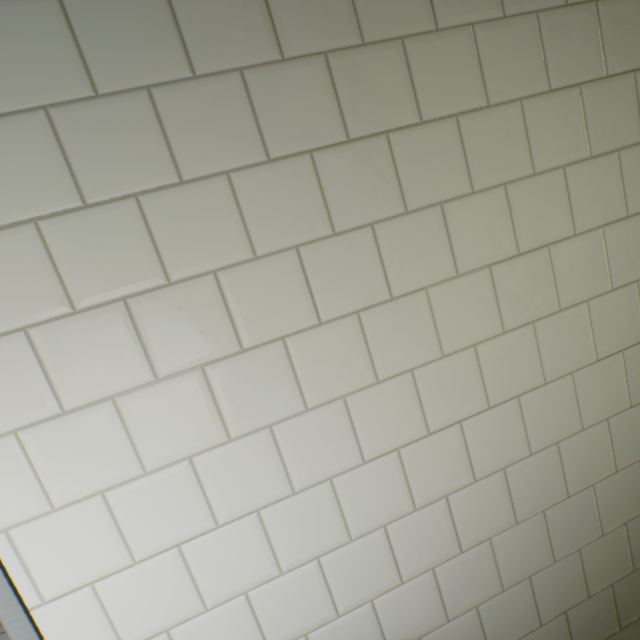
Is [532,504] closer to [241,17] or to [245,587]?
[245,587]
